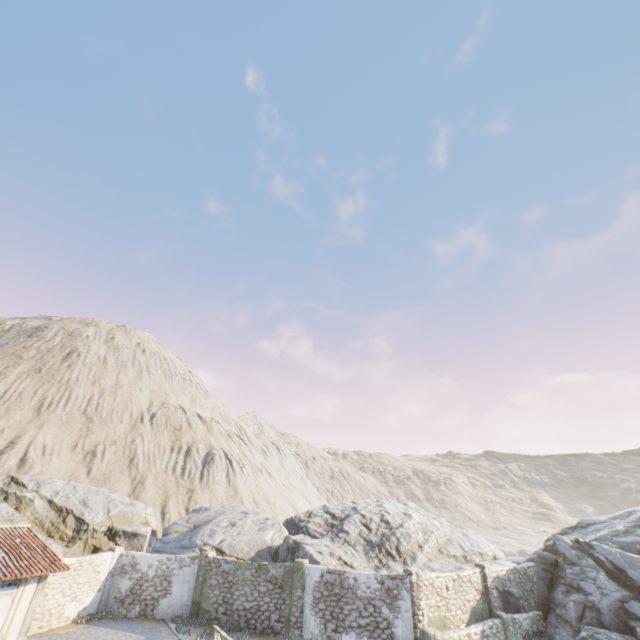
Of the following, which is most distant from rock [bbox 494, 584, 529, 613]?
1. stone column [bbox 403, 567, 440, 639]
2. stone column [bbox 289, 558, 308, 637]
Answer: stone column [bbox 403, 567, 440, 639]

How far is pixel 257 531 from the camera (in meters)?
22.94

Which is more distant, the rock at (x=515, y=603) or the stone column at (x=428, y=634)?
the rock at (x=515, y=603)

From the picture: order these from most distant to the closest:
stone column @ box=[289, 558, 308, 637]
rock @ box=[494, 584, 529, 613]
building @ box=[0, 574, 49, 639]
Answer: rock @ box=[494, 584, 529, 613] < stone column @ box=[289, 558, 308, 637] < building @ box=[0, 574, 49, 639]

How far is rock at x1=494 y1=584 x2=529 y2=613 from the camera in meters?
18.5 m

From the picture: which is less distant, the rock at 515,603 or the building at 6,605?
the building at 6,605

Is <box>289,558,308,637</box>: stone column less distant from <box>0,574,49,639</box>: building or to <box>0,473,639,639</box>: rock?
<box>0,473,639,639</box>: rock

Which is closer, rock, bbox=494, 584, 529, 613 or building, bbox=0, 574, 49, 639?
building, bbox=0, 574, 49, 639
